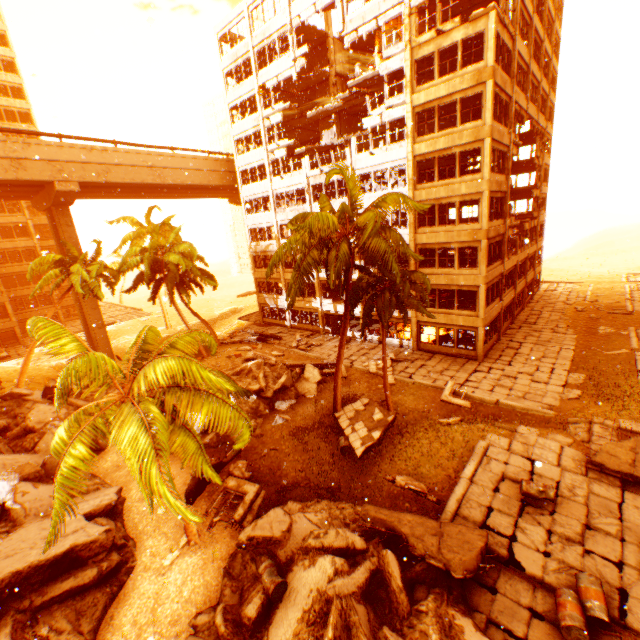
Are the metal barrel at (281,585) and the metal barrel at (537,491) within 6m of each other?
no

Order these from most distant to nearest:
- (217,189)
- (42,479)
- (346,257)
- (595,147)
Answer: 1. (217,189)
2. (595,147)
3. (42,479)
4. (346,257)

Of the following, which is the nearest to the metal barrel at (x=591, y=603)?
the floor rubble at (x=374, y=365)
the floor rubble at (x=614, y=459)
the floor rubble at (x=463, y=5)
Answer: the floor rubble at (x=614, y=459)

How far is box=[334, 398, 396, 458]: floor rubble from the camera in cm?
1541

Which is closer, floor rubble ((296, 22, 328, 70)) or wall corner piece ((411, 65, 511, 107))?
wall corner piece ((411, 65, 511, 107))

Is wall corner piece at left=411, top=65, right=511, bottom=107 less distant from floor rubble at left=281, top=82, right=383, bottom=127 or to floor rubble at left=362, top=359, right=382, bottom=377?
floor rubble at left=281, top=82, right=383, bottom=127

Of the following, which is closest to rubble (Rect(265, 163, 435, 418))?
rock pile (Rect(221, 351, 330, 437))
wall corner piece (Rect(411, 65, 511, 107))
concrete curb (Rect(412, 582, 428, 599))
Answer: rock pile (Rect(221, 351, 330, 437))

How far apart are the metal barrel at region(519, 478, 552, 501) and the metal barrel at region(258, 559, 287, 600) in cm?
811
